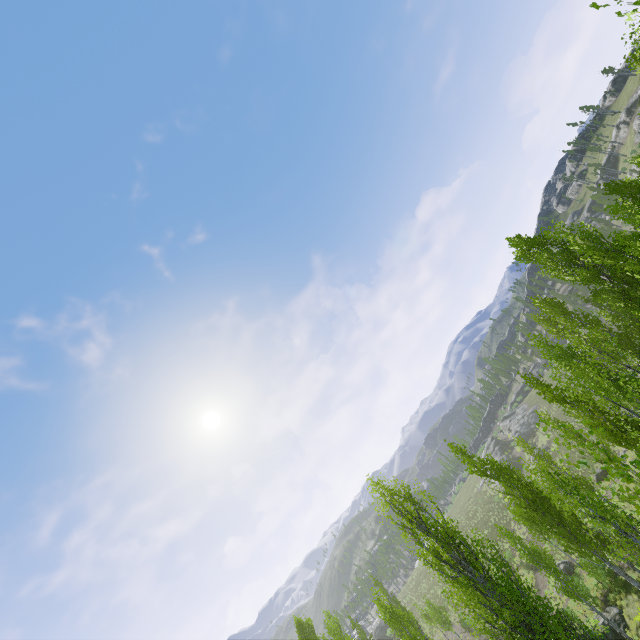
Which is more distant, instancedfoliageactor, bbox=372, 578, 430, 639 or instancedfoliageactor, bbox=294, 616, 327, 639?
instancedfoliageactor, bbox=294, 616, 327, 639

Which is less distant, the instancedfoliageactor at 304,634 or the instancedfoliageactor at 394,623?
the instancedfoliageactor at 394,623

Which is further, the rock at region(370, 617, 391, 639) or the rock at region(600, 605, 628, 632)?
the rock at region(370, 617, 391, 639)

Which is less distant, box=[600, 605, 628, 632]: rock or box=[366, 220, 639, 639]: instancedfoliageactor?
box=[366, 220, 639, 639]: instancedfoliageactor

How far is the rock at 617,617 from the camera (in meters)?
19.28

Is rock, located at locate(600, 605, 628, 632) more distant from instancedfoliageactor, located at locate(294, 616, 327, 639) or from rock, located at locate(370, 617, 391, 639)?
rock, located at locate(370, 617, 391, 639)

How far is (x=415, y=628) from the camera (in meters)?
23.77

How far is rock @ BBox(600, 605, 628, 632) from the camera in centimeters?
1928cm
